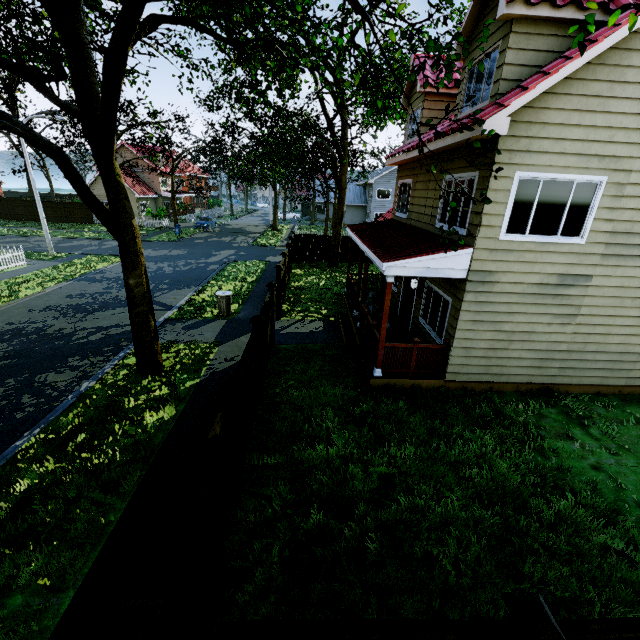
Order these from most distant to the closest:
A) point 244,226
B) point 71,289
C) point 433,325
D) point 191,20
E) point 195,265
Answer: point 244,226, point 195,265, point 71,289, point 433,325, point 191,20

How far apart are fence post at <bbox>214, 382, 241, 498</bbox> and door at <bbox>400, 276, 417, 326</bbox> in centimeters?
791cm

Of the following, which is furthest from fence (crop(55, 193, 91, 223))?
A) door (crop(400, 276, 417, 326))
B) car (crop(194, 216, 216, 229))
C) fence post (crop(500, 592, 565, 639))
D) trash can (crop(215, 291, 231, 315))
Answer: door (crop(400, 276, 417, 326))

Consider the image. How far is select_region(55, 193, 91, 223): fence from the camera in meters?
36.2

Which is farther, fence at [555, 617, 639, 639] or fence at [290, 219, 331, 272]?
fence at [290, 219, 331, 272]

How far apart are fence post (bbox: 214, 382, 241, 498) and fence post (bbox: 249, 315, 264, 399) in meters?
2.5

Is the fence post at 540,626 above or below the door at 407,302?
above

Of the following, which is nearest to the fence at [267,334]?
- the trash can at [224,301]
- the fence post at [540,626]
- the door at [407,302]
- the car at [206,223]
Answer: the fence post at [540,626]
